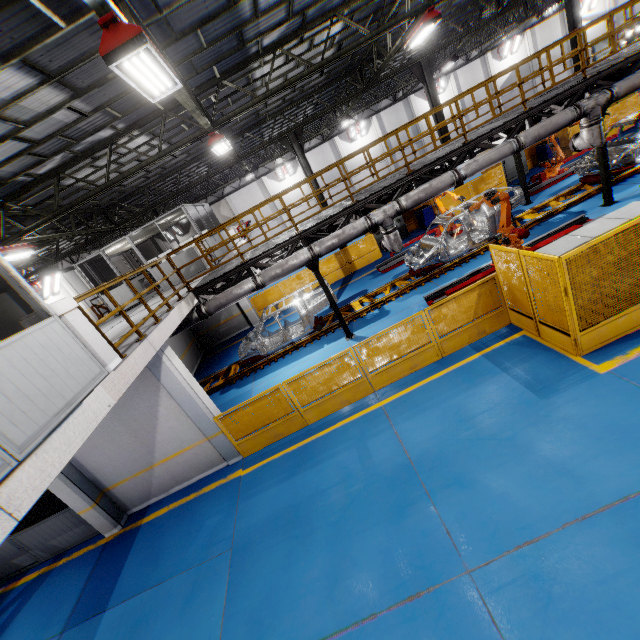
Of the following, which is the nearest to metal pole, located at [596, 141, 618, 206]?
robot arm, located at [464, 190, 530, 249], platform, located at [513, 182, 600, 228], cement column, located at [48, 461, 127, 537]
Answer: platform, located at [513, 182, 600, 228]

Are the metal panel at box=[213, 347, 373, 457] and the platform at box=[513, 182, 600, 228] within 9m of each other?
yes

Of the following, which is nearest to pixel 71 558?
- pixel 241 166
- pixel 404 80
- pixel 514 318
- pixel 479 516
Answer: pixel 479 516

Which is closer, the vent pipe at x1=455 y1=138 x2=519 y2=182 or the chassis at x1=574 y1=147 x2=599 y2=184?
the vent pipe at x1=455 y1=138 x2=519 y2=182

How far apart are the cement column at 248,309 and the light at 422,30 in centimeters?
1195cm

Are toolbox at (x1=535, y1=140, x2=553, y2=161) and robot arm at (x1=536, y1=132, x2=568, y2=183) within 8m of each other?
yes

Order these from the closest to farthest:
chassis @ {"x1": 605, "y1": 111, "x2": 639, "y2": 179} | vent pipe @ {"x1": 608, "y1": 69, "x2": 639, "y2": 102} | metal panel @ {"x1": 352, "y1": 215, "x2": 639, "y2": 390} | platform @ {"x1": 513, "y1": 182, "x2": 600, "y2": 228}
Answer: metal panel @ {"x1": 352, "y1": 215, "x2": 639, "y2": 390} < vent pipe @ {"x1": 608, "y1": 69, "x2": 639, "y2": 102} < chassis @ {"x1": 605, "y1": 111, "x2": 639, "y2": 179} < platform @ {"x1": 513, "y1": 182, "x2": 600, "y2": 228}

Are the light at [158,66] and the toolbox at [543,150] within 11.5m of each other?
no
